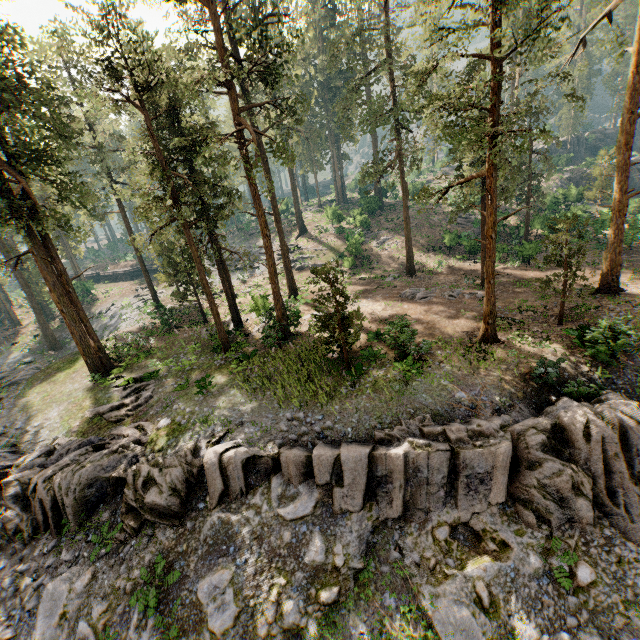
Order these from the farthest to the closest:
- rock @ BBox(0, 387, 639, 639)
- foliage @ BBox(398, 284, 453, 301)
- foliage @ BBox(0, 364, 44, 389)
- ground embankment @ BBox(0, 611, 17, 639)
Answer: foliage @ BBox(0, 364, 44, 389) < foliage @ BBox(398, 284, 453, 301) < ground embankment @ BBox(0, 611, 17, 639) < rock @ BBox(0, 387, 639, 639)

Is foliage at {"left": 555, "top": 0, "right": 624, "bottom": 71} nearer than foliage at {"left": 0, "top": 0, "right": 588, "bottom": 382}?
No

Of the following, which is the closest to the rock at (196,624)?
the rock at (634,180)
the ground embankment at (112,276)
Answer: the ground embankment at (112,276)

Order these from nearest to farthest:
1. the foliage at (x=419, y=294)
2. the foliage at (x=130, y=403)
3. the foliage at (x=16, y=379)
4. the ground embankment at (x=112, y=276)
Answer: the foliage at (x=130, y=403)
the foliage at (x=419, y=294)
the foliage at (x=16, y=379)
the ground embankment at (x=112, y=276)

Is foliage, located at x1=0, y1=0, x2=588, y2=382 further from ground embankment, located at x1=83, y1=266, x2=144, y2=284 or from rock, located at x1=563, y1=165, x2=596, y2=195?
rock, located at x1=563, y1=165, x2=596, y2=195

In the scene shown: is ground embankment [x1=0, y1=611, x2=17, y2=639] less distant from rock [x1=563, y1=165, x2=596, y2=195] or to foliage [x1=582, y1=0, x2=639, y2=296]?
foliage [x1=582, y1=0, x2=639, y2=296]

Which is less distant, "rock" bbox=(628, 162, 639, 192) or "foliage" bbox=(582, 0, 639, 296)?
"foliage" bbox=(582, 0, 639, 296)

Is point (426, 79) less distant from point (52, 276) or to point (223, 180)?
point (52, 276)
